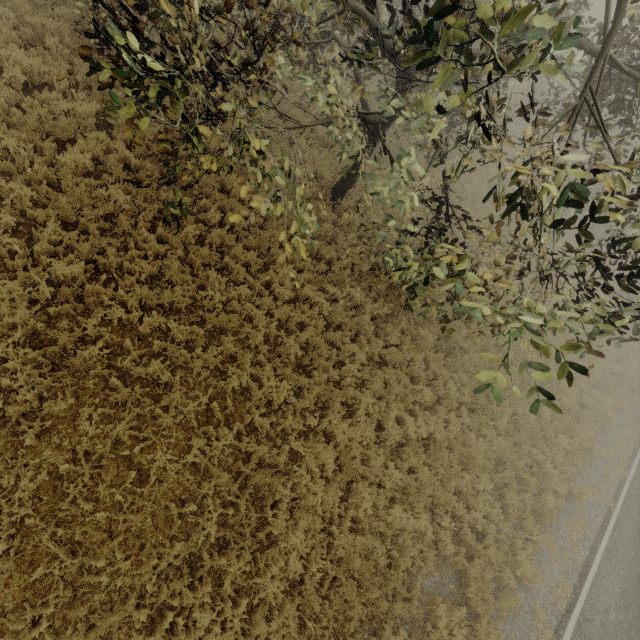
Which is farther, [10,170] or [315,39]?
[315,39]
